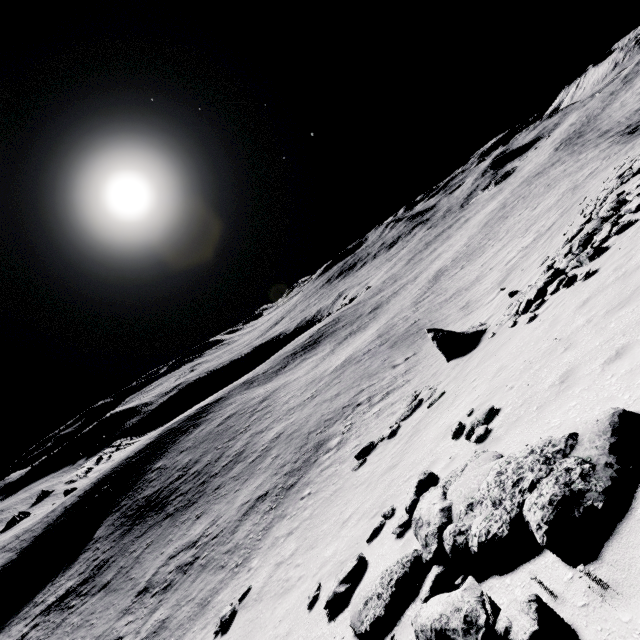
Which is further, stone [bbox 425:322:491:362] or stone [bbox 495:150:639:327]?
stone [bbox 425:322:491:362]

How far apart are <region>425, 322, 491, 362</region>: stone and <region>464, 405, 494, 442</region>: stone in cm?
1033

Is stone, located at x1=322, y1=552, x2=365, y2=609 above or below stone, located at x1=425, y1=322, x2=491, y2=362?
above

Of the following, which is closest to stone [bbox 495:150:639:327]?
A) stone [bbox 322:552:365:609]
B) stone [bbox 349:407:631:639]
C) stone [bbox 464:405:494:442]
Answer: stone [bbox 464:405:494:442]

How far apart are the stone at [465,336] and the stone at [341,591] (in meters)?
12.91

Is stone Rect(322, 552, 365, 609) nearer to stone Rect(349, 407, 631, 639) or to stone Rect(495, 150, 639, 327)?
stone Rect(349, 407, 631, 639)

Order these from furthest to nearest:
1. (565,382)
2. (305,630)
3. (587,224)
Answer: (587,224) < (305,630) < (565,382)

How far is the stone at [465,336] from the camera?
18.1m
